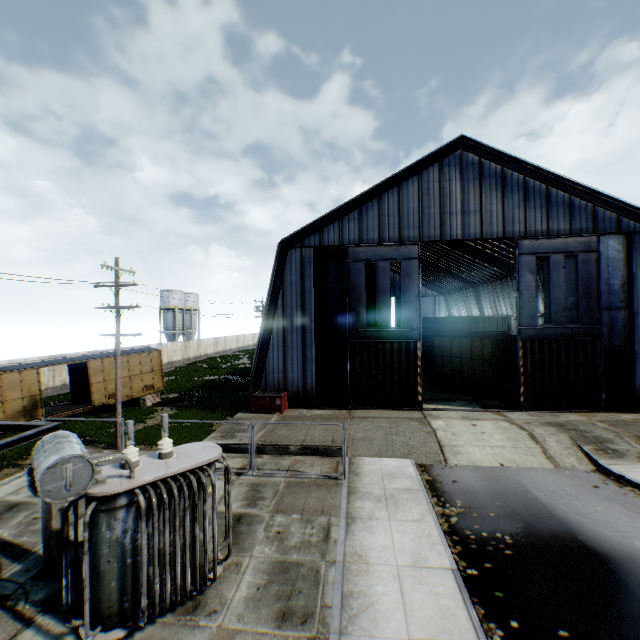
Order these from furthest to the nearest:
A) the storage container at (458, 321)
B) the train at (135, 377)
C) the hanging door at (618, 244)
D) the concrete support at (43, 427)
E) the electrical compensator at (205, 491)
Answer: the storage container at (458, 321) → the train at (135, 377) → the hanging door at (618, 244) → the concrete support at (43, 427) → the electrical compensator at (205, 491)

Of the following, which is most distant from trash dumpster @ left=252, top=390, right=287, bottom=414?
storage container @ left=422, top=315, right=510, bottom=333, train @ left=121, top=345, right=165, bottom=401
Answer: storage container @ left=422, top=315, right=510, bottom=333

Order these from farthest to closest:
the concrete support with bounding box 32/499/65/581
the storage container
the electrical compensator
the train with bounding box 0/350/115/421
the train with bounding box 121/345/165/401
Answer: the storage container
the train with bounding box 121/345/165/401
the train with bounding box 0/350/115/421
the concrete support with bounding box 32/499/65/581
the electrical compensator

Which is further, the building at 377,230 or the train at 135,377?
the train at 135,377

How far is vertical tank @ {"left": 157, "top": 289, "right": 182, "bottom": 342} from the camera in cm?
5859

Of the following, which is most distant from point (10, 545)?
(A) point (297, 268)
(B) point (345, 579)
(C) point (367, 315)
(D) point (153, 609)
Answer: (C) point (367, 315)

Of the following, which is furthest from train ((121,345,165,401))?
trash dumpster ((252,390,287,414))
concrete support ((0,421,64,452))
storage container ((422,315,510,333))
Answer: storage container ((422,315,510,333))

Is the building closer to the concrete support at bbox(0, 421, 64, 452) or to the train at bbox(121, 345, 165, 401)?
the train at bbox(121, 345, 165, 401)
